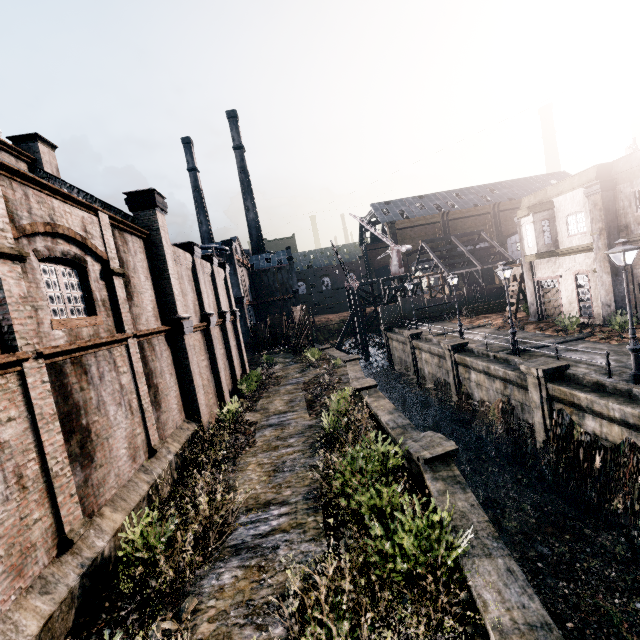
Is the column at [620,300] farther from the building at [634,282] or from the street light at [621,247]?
the street light at [621,247]

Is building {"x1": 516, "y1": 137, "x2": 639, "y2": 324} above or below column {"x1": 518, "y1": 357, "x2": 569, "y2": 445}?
above

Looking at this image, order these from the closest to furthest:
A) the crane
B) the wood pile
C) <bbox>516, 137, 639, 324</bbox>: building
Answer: <bbox>516, 137, 639, 324</bbox>: building < the wood pile < the crane

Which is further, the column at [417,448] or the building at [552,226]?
the building at [552,226]

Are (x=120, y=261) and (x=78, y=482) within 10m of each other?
yes

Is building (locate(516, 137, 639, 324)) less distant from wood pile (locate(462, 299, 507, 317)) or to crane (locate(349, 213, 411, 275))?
wood pile (locate(462, 299, 507, 317))

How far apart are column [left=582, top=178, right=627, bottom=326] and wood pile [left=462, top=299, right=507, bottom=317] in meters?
15.6

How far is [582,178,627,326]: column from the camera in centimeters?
2067cm
